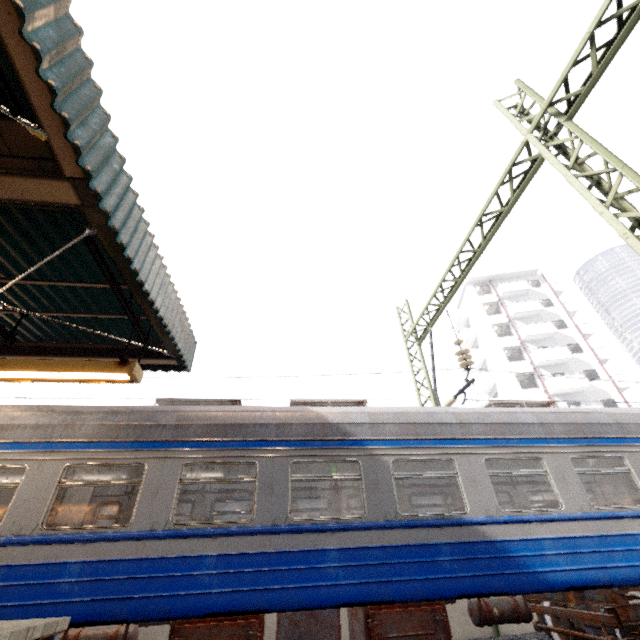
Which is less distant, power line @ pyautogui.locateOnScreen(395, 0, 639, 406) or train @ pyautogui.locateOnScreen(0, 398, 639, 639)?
train @ pyautogui.locateOnScreen(0, 398, 639, 639)

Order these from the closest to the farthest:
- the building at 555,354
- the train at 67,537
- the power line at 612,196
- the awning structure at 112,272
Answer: the awning structure at 112,272 < the train at 67,537 < the power line at 612,196 < the building at 555,354

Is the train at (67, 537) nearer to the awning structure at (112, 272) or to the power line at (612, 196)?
the power line at (612, 196)

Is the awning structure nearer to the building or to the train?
the train

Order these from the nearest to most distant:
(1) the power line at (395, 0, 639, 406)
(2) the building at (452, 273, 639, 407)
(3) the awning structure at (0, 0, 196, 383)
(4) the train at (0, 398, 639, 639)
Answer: (3) the awning structure at (0, 0, 196, 383) < (4) the train at (0, 398, 639, 639) < (1) the power line at (395, 0, 639, 406) < (2) the building at (452, 273, 639, 407)

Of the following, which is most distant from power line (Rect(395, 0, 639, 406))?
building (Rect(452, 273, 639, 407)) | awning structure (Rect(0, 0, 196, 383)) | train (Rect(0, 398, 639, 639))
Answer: building (Rect(452, 273, 639, 407))

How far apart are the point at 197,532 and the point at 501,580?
4.48m

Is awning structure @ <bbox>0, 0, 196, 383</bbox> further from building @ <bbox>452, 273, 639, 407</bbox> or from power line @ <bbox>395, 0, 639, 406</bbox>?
building @ <bbox>452, 273, 639, 407</bbox>
